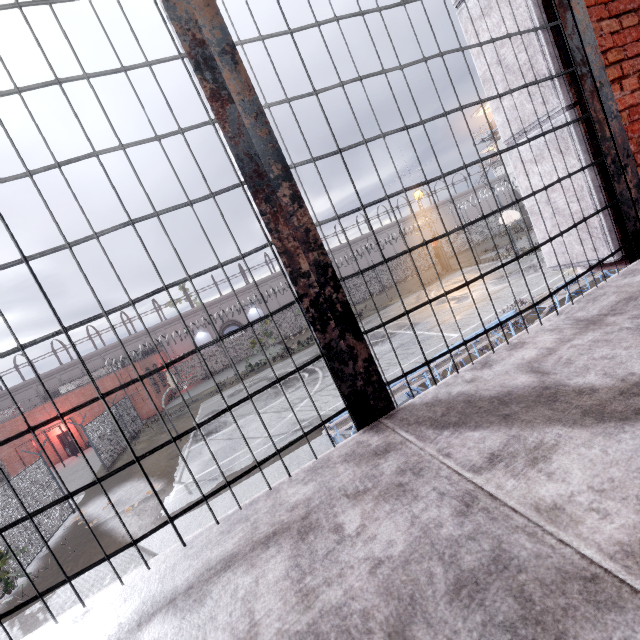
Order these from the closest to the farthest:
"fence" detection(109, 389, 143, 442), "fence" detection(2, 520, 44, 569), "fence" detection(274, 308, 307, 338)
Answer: "fence" detection(2, 520, 44, 569), "fence" detection(109, 389, 143, 442), "fence" detection(274, 308, 307, 338)

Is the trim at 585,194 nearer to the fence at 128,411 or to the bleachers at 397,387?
the fence at 128,411

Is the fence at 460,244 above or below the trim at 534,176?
below

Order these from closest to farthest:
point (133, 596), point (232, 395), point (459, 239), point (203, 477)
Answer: point (133, 596) < point (203, 477) < point (232, 395) < point (459, 239)

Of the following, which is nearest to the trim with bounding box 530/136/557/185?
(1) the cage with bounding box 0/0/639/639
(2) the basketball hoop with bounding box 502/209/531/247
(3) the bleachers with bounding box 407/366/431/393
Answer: (1) the cage with bounding box 0/0/639/639

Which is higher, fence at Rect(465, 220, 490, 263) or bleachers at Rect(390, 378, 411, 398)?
fence at Rect(465, 220, 490, 263)

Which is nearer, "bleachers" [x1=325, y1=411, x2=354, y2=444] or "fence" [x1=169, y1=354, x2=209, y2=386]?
"bleachers" [x1=325, y1=411, x2=354, y2=444]

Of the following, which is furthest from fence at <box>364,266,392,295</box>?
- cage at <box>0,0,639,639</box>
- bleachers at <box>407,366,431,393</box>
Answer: bleachers at <box>407,366,431,393</box>
